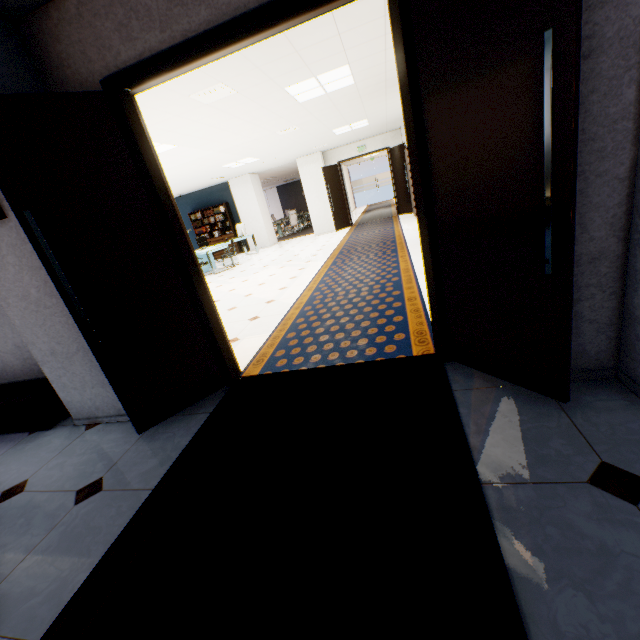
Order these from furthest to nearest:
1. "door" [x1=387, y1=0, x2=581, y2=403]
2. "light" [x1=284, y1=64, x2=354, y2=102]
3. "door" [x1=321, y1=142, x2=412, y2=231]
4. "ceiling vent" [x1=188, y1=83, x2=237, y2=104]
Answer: "door" [x1=321, y1=142, x2=412, y2=231]
"light" [x1=284, y1=64, x2=354, y2=102]
"ceiling vent" [x1=188, y1=83, x2=237, y2=104]
"door" [x1=387, y1=0, x2=581, y2=403]

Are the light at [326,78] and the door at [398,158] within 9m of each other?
yes

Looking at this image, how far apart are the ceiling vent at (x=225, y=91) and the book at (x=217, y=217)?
9.7m

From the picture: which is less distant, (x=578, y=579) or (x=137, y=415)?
(x=578, y=579)

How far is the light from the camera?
4.62m

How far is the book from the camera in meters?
13.9 m

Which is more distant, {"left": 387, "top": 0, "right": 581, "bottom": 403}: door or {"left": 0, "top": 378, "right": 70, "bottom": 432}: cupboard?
{"left": 0, "top": 378, "right": 70, "bottom": 432}: cupboard

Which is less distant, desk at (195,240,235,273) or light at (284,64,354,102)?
light at (284,64,354,102)
